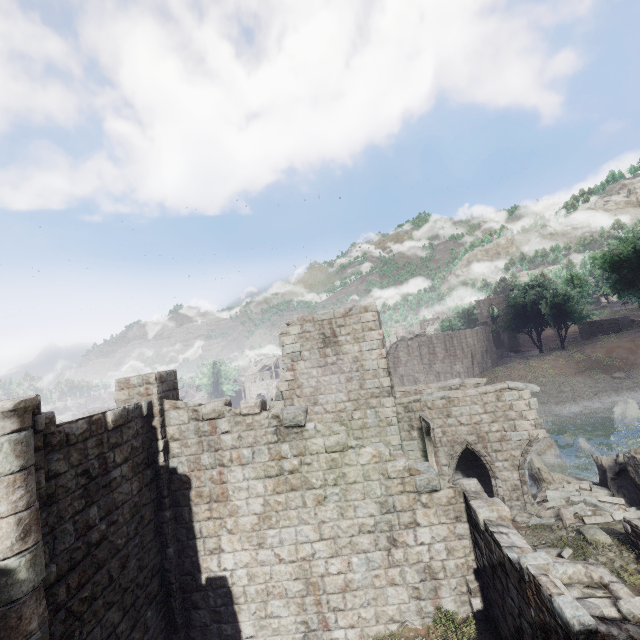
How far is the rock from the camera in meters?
15.7

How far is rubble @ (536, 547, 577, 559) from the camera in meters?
9.7 m

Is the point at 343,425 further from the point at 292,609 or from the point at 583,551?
the point at 583,551

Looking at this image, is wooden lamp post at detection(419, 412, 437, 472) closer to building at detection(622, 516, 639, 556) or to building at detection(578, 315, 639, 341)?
building at detection(578, 315, 639, 341)

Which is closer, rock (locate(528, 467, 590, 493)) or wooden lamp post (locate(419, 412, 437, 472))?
wooden lamp post (locate(419, 412, 437, 472))

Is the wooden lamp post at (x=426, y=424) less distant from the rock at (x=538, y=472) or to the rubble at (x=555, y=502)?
the rubble at (x=555, y=502)

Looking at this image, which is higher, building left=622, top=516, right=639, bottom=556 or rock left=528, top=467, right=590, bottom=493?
building left=622, top=516, right=639, bottom=556

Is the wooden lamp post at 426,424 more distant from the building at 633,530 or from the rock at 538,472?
the rock at 538,472
